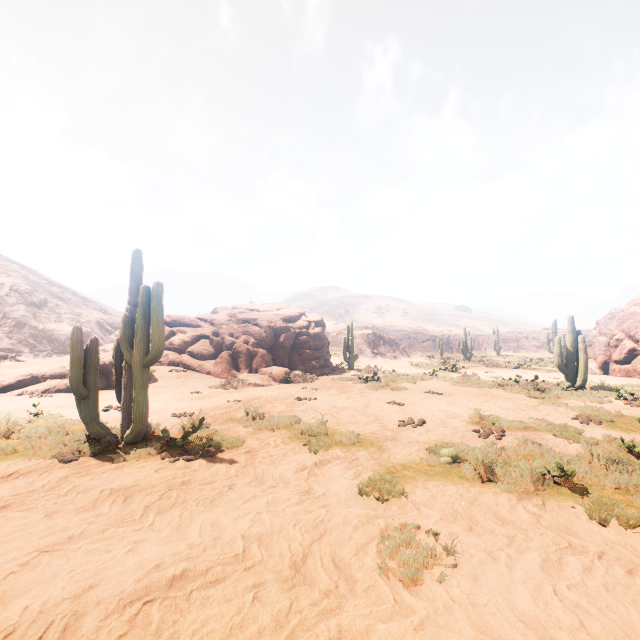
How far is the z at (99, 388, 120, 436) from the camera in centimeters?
711cm

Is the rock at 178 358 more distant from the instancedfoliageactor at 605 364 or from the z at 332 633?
the z at 332 633

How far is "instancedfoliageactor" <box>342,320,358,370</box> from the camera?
22.4m

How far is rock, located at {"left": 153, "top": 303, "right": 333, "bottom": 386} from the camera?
16.4 meters

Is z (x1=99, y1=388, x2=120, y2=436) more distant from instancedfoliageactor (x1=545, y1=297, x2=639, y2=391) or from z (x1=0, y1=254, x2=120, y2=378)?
z (x1=0, y1=254, x2=120, y2=378)

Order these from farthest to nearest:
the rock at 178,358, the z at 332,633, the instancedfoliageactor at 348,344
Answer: the instancedfoliageactor at 348,344 → the rock at 178,358 → the z at 332,633

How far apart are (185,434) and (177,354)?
12.9 meters
